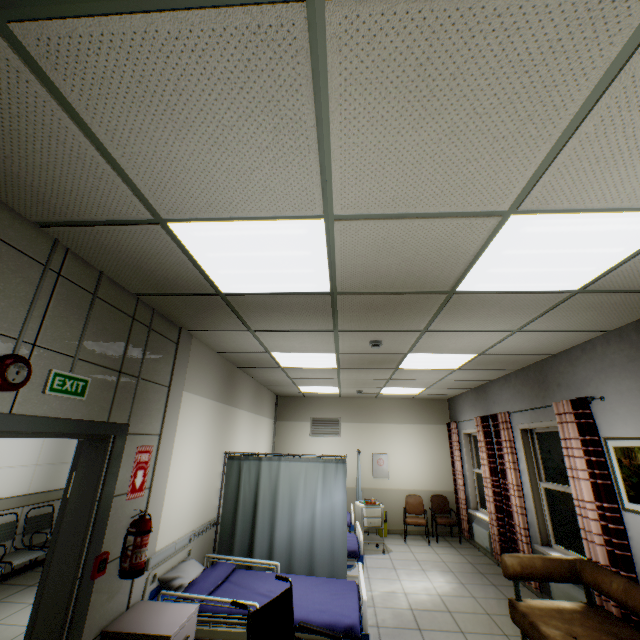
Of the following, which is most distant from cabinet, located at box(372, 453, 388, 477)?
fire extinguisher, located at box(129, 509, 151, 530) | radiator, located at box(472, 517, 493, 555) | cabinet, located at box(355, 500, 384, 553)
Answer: fire extinguisher, located at box(129, 509, 151, 530)

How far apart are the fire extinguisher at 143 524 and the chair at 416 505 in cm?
680

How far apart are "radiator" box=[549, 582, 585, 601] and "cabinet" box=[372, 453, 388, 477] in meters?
4.1

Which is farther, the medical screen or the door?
the medical screen

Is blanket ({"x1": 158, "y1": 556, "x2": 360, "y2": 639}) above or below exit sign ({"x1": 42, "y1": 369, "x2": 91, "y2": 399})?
below

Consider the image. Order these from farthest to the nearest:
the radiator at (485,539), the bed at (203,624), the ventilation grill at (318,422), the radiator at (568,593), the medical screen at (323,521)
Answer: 1. the ventilation grill at (318,422)
2. the radiator at (485,539)
3. the medical screen at (323,521)
4. the radiator at (568,593)
5. the bed at (203,624)

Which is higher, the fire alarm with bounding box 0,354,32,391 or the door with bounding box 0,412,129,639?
the fire alarm with bounding box 0,354,32,391

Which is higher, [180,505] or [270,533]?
[180,505]
